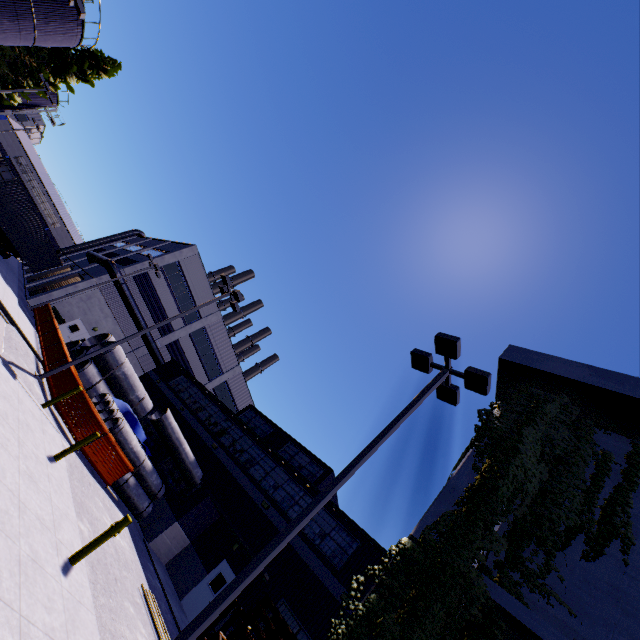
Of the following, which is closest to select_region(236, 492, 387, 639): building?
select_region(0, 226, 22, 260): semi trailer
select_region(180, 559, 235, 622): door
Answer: select_region(180, 559, 235, 622): door

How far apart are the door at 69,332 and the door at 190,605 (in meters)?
23.73

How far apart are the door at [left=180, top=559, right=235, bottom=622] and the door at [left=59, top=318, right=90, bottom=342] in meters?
23.7

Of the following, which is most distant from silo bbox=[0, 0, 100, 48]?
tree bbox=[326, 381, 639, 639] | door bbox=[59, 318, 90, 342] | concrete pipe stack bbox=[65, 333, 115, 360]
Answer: door bbox=[59, 318, 90, 342]

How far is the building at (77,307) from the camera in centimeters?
2872cm

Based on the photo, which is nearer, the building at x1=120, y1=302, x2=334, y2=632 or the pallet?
the pallet

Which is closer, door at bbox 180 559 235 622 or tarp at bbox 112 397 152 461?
door at bbox 180 559 235 622

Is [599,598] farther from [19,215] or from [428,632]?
[19,215]
